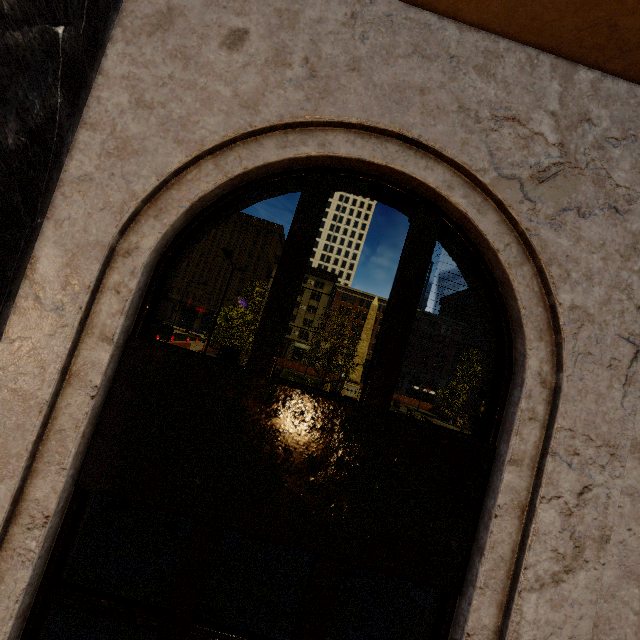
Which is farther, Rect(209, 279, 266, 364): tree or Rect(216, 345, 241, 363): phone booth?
Rect(209, 279, 266, 364): tree

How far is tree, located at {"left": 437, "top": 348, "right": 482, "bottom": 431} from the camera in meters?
24.3

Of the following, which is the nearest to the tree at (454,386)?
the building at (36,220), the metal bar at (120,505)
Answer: the building at (36,220)

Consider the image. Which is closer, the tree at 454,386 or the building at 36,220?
the building at 36,220

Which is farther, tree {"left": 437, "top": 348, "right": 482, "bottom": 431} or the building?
tree {"left": 437, "top": 348, "right": 482, "bottom": 431}

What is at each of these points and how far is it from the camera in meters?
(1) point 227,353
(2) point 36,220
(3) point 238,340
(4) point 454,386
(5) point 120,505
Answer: (1) phone booth, 22.3 m
(2) building, 1.6 m
(3) tree, 24.1 m
(4) tree, 25.3 m
(5) metal bar, 6.6 m

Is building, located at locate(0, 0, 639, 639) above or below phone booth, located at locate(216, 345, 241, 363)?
above
